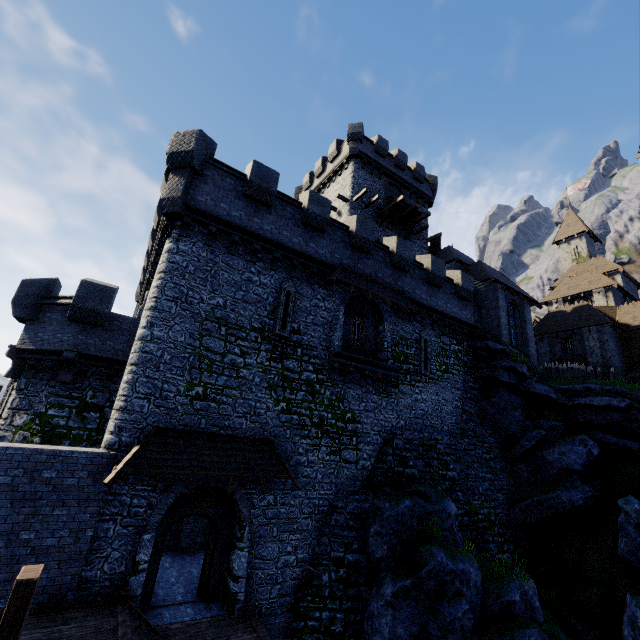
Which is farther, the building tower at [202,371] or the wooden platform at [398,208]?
the wooden platform at [398,208]

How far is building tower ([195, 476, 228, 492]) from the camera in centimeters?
1109cm

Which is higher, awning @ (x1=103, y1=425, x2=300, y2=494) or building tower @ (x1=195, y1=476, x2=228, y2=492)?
awning @ (x1=103, y1=425, x2=300, y2=494)

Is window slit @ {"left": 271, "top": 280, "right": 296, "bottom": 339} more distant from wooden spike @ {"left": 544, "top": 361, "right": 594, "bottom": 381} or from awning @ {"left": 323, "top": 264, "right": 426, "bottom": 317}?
wooden spike @ {"left": 544, "top": 361, "right": 594, "bottom": 381}

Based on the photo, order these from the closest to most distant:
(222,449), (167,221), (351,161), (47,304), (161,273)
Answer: (222,449), (161,273), (167,221), (47,304), (351,161)

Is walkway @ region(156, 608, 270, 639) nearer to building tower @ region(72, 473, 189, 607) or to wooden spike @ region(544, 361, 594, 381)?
building tower @ region(72, 473, 189, 607)

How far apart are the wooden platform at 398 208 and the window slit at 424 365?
12.3m

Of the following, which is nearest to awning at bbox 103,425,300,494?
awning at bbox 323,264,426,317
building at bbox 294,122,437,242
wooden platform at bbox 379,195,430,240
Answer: awning at bbox 323,264,426,317
